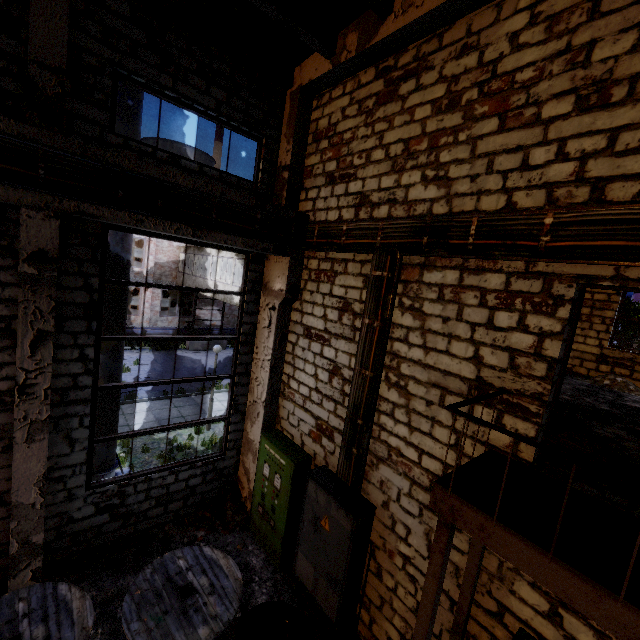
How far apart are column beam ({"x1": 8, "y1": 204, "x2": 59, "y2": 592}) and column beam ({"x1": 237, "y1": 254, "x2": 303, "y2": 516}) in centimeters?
383cm

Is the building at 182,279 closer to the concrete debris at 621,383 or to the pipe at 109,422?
the concrete debris at 621,383

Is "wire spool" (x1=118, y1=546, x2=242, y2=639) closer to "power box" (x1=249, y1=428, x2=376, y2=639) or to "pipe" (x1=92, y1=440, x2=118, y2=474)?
"power box" (x1=249, y1=428, x2=376, y2=639)

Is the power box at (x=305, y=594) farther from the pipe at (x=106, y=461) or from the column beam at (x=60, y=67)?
the column beam at (x=60, y=67)

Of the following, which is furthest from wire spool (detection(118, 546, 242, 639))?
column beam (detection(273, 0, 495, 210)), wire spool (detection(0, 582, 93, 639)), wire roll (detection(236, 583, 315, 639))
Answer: column beam (detection(273, 0, 495, 210))

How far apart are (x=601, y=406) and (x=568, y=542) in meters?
6.1

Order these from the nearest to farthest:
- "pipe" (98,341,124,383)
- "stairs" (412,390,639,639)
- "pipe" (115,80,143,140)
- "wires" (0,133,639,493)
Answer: "stairs" (412,390,639,639), "wires" (0,133,639,493), "pipe" (115,80,143,140), "pipe" (98,341,124,383)

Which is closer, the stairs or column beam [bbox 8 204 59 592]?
the stairs
